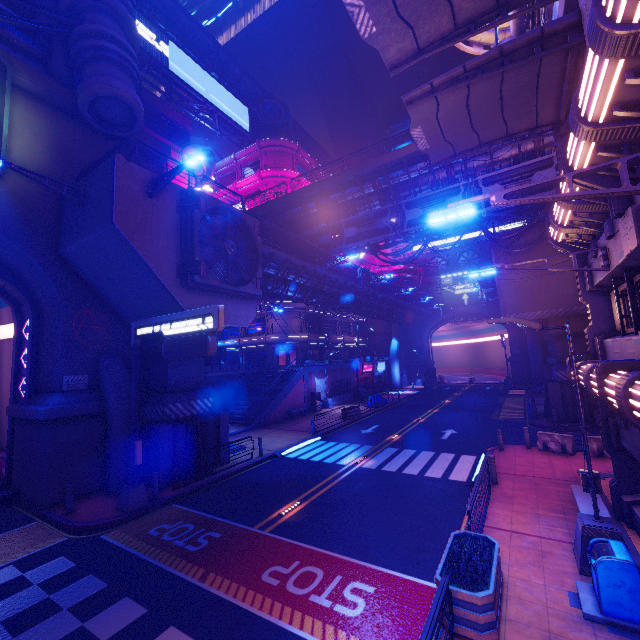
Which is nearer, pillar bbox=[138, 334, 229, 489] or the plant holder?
the plant holder

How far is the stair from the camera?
29.3m

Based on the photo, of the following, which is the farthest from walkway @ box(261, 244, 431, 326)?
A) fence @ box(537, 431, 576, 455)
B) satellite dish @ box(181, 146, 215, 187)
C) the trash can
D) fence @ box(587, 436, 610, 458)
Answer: fence @ box(587, 436, 610, 458)

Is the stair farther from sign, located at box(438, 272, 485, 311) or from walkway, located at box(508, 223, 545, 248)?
sign, located at box(438, 272, 485, 311)

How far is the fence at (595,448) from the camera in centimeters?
1489cm

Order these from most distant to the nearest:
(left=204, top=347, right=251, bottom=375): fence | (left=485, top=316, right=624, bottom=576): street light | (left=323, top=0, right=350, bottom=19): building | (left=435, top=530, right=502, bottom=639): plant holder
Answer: → (left=323, top=0, right=350, bottom=19): building, (left=204, top=347, right=251, bottom=375): fence, (left=485, top=316, right=624, bottom=576): street light, (left=435, top=530, right=502, bottom=639): plant holder

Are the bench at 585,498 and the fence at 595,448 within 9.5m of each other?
yes

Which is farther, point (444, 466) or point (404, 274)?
point (404, 274)
